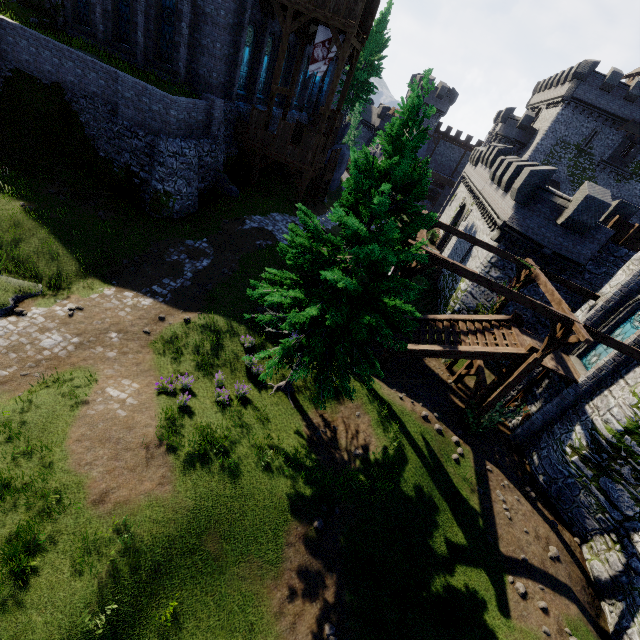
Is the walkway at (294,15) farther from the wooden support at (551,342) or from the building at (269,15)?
the wooden support at (551,342)

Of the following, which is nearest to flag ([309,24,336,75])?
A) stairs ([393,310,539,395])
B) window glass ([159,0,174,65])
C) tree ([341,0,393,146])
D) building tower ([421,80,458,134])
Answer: window glass ([159,0,174,65])

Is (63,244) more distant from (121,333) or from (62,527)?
(62,527)

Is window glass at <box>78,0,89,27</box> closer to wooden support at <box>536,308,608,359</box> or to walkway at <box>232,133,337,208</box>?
walkway at <box>232,133,337,208</box>

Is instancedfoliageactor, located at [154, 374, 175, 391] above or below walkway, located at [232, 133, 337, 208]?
below

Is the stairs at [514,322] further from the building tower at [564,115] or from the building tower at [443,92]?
the building tower at [443,92]

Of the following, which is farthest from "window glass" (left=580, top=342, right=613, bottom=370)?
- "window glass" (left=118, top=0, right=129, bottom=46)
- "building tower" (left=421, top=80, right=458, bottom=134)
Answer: "building tower" (left=421, top=80, right=458, bottom=134)

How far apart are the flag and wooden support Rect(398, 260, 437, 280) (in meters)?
16.77
